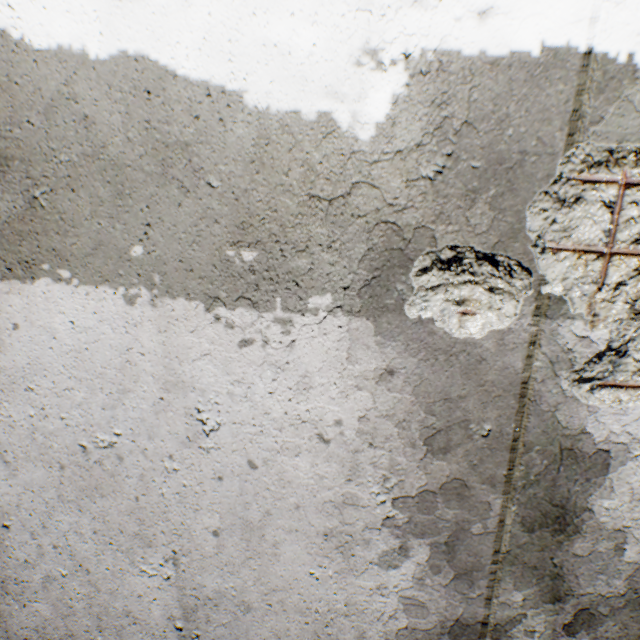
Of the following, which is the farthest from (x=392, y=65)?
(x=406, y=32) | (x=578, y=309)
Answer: (x=578, y=309)
